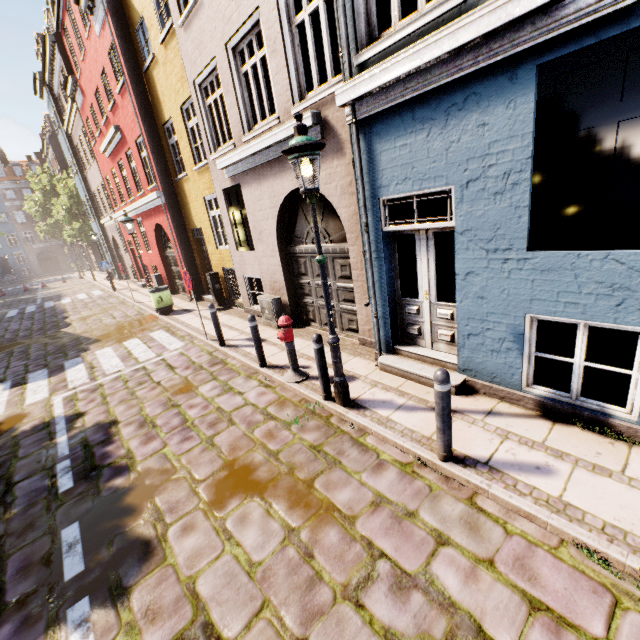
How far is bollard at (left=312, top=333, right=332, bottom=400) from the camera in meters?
4.7

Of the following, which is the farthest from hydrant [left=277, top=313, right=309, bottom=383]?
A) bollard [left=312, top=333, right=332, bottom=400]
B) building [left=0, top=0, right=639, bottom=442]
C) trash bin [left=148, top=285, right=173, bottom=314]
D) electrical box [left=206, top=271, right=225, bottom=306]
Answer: trash bin [left=148, top=285, right=173, bottom=314]

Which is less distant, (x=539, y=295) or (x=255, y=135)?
(x=539, y=295)

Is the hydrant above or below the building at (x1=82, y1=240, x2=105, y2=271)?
below

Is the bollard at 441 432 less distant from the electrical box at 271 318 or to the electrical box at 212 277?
the electrical box at 271 318

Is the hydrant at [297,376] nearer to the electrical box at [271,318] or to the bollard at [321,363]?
the bollard at [321,363]

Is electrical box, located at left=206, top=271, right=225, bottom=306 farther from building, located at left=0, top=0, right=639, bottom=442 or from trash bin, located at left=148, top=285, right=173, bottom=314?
trash bin, located at left=148, top=285, right=173, bottom=314

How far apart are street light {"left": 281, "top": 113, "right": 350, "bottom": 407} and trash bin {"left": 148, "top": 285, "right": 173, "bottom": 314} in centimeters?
957cm
